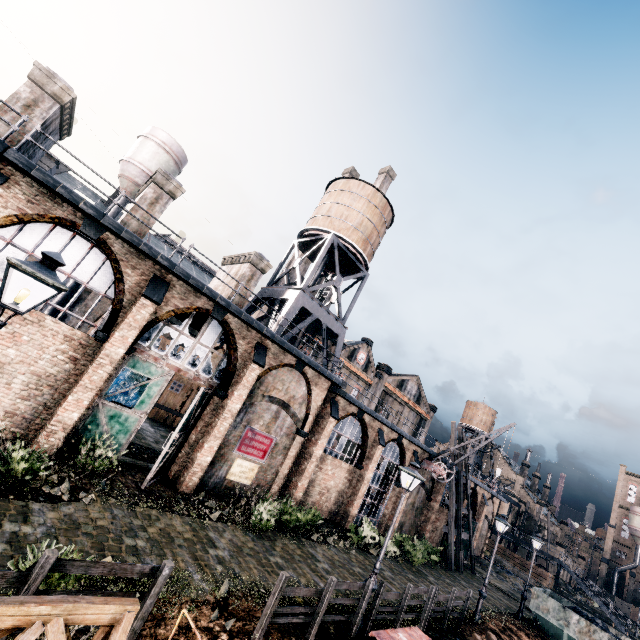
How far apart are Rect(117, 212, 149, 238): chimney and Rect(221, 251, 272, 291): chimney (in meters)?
4.91

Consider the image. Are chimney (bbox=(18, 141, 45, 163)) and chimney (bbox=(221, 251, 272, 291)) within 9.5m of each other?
no

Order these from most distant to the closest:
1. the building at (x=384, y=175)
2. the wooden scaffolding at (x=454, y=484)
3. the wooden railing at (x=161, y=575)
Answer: the building at (x=384, y=175)
the wooden scaffolding at (x=454, y=484)
the wooden railing at (x=161, y=575)

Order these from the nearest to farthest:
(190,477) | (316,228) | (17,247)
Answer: (17,247) < (190,477) < (316,228)

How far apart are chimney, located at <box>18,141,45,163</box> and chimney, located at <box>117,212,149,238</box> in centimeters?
381cm

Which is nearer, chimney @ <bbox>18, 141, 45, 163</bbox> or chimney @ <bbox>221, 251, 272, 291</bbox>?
chimney @ <bbox>18, 141, 45, 163</bbox>

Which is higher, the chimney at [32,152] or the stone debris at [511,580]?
the chimney at [32,152]

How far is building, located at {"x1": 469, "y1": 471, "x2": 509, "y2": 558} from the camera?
37.2m
